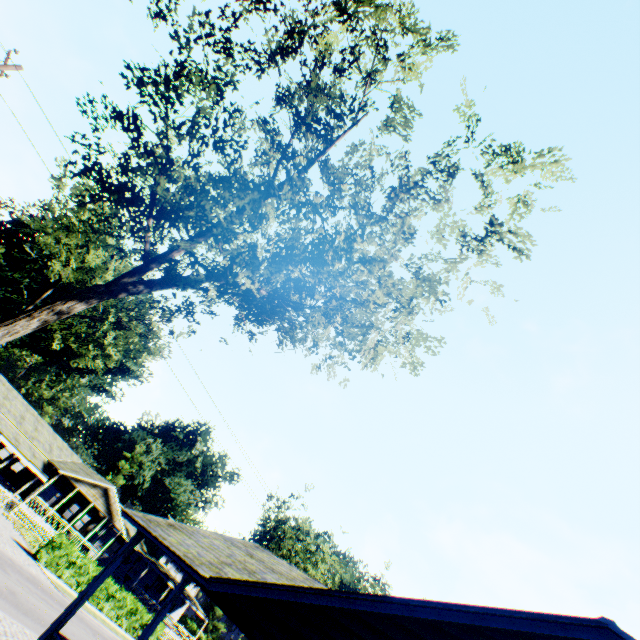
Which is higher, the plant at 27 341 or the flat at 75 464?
the plant at 27 341

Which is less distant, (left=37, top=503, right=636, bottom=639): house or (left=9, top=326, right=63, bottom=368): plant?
(left=37, top=503, right=636, bottom=639): house

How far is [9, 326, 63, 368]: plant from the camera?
53.1 meters

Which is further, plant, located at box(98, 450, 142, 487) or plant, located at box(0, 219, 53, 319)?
plant, located at box(98, 450, 142, 487)

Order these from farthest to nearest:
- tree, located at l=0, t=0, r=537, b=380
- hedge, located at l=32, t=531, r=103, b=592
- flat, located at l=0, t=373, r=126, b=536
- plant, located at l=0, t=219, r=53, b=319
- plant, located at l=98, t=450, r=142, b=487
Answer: plant, located at l=98, t=450, r=142, b=487 → plant, located at l=0, t=219, r=53, b=319 → flat, located at l=0, t=373, r=126, b=536 → hedge, located at l=32, t=531, r=103, b=592 → tree, located at l=0, t=0, r=537, b=380

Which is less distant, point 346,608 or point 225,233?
point 346,608

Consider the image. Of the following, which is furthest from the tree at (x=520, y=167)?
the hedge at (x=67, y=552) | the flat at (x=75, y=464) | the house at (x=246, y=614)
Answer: the house at (x=246, y=614)

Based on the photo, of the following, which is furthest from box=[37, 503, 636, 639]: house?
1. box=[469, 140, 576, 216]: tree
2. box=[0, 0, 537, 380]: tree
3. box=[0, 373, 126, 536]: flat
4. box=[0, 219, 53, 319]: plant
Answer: box=[0, 219, 53, 319]: plant
